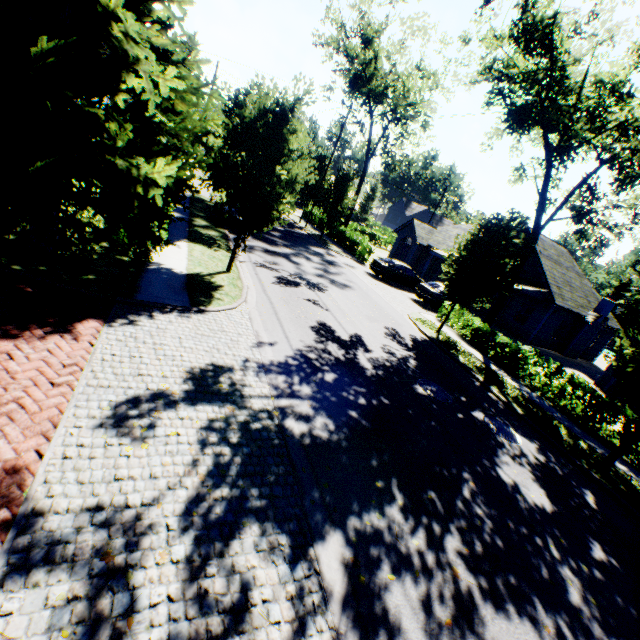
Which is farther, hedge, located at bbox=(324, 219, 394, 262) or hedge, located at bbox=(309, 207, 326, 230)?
hedge, located at bbox=(309, 207, 326, 230)

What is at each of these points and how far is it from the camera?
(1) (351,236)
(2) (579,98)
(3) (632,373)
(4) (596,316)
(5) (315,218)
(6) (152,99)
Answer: (1) hedge, 30.05m
(2) tree, 11.89m
(3) tree, 9.39m
(4) chimney, 24.48m
(5) hedge, 39.84m
(6) tree, 5.77m

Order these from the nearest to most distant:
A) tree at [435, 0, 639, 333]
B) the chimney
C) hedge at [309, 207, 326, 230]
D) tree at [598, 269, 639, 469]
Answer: tree at [598, 269, 639, 469] → tree at [435, 0, 639, 333] → the chimney → hedge at [309, 207, 326, 230]

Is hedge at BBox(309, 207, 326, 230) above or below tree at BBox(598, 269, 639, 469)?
below

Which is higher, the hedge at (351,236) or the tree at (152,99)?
the tree at (152,99)

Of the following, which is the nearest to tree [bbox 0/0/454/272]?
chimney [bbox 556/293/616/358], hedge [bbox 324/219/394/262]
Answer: hedge [bbox 324/219/394/262]

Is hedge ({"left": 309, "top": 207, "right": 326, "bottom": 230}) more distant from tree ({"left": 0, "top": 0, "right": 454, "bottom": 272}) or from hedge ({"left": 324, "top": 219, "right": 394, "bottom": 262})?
hedge ({"left": 324, "top": 219, "right": 394, "bottom": 262})

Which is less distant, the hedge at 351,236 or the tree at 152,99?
the tree at 152,99
